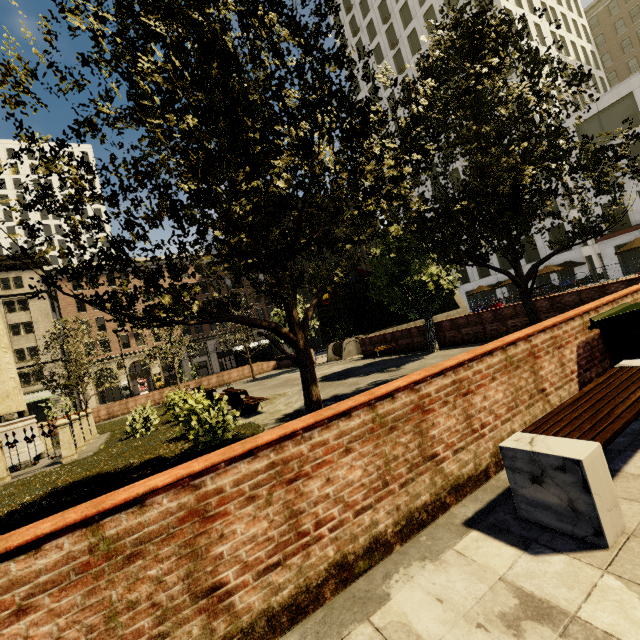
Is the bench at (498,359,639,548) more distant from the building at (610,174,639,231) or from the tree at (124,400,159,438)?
the building at (610,174,639,231)

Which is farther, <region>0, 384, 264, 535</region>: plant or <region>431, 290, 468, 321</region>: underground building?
<region>431, 290, 468, 321</region>: underground building

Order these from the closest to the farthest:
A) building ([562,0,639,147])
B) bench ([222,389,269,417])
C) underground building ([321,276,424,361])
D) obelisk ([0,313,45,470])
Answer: bench ([222,389,269,417]) < obelisk ([0,313,45,470]) < underground building ([321,276,424,361]) < building ([562,0,639,147])

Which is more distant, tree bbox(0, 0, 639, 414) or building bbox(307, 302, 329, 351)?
building bbox(307, 302, 329, 351)

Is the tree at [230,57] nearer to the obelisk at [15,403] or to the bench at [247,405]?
the obelisk at [15,403]

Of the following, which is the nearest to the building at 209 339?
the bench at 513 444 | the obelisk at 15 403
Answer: the bench at 513 444

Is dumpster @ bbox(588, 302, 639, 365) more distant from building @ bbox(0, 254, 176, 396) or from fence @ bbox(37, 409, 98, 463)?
building @ bbox(0, 254, 176, 396)

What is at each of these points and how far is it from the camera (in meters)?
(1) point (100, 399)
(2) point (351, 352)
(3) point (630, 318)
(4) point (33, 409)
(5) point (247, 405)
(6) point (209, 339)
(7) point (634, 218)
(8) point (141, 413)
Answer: (1) building, 51.12
(2) underground building, 23.50
(3) dumpster, 4.06
(4) building, 38.69
(5) bench, 10.98
(6) building, 49.31
(7) building, 28.23
(8) tree, 13.52
